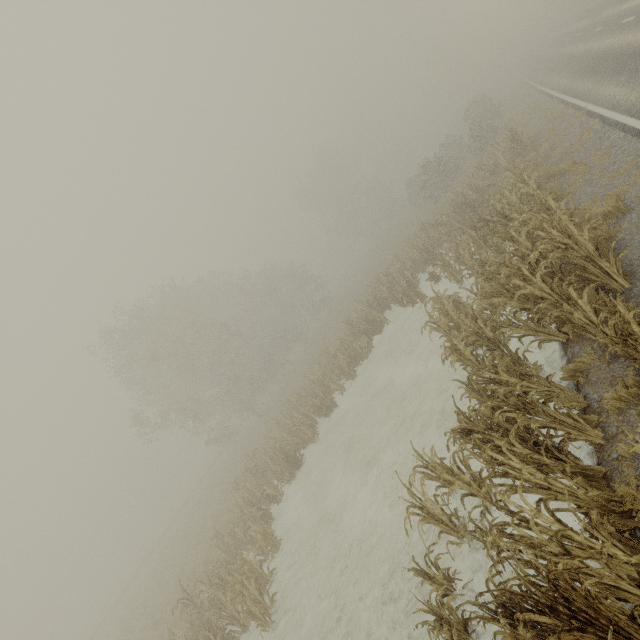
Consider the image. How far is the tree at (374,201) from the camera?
49.91m

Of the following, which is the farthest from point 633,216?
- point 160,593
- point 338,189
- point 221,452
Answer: point 338,189

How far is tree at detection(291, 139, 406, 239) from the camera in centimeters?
4991cm
